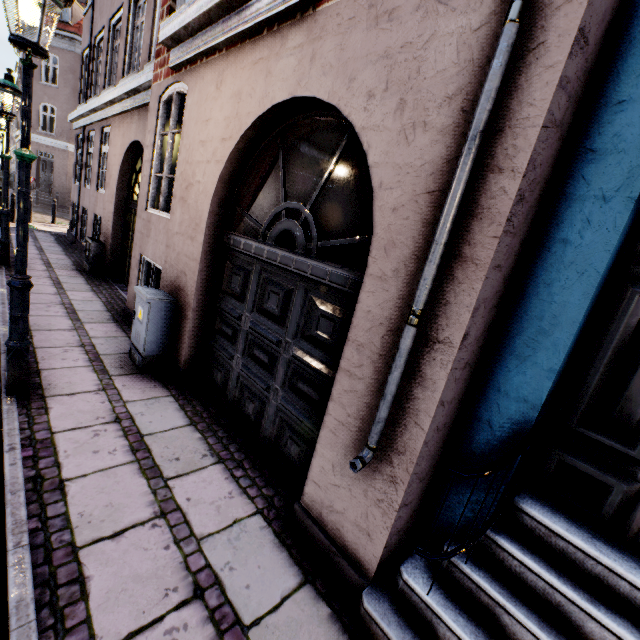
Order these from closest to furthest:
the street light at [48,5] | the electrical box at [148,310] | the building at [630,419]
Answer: the building at [630,419] → the street light at [48,5] → the electrical box at [148,310]

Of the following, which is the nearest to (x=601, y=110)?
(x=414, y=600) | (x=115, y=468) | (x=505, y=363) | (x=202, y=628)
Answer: (x=505, y=363)

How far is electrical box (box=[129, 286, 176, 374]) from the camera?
4.1 meters

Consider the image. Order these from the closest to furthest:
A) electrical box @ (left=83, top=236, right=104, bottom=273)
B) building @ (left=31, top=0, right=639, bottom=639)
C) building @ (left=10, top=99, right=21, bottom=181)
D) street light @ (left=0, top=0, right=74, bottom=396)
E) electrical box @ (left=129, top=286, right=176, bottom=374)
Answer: building @ (left=31, top=0, right=639, bottom=639), street light @ (left=0, top=0, right=74, bottom=396), electrical box @ (left=129, top=286, right=176, bottom=374), electrical box @ (left=83, top=236, right=104, bottom=273), building @ (left=10, top=99, right=21, bottom=181)

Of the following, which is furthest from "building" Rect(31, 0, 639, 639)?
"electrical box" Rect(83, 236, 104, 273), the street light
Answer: the street light

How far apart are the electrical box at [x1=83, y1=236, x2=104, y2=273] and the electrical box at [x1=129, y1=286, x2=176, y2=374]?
5.4 meters

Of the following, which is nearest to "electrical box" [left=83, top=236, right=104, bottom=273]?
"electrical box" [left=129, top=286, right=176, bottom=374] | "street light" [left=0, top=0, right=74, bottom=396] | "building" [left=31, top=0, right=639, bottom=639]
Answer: "building" [left=31, top=0, right=639, bottom=639]

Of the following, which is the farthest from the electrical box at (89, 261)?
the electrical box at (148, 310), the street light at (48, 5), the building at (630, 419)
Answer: the electrical box at (148, 310)
